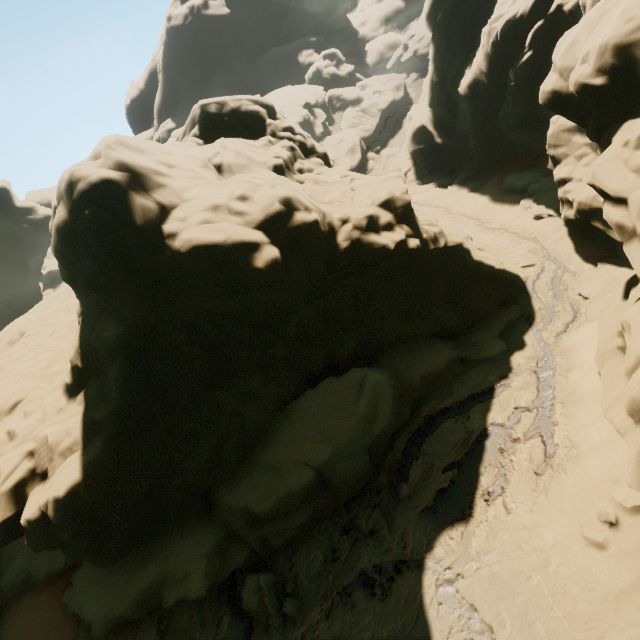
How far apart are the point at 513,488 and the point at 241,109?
16.5m

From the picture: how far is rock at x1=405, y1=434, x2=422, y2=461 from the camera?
10.5m

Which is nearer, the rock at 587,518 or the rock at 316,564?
the rock at 587,518

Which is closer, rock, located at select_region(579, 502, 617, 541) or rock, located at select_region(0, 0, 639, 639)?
rock, located at select_region(579, 502, 617, 541)

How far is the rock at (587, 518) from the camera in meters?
7.0 m

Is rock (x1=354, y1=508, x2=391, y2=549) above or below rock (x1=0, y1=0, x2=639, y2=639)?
below
